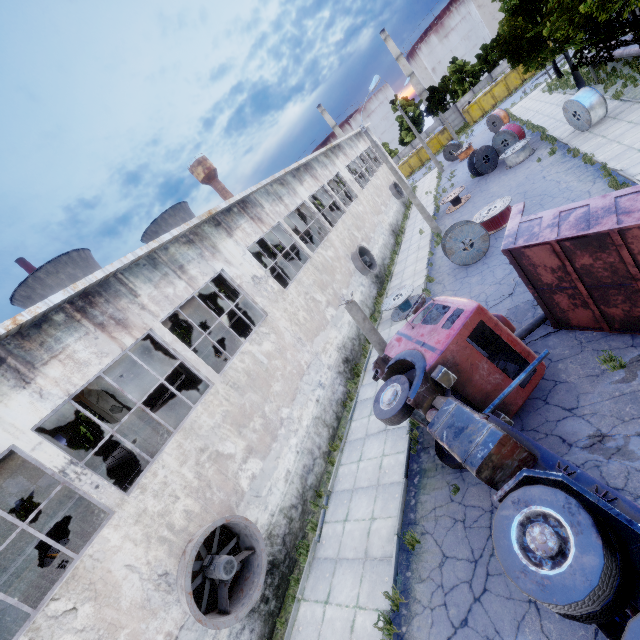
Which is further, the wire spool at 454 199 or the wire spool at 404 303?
the wire spool at 454 199

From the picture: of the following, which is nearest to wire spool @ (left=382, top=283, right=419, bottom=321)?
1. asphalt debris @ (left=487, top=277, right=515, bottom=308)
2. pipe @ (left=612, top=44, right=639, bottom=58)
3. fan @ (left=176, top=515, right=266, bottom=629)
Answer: asphalt debris @ (left=487, top=277, right=515, bottom=308)

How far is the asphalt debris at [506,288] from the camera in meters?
12.3

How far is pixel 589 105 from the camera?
17.27m

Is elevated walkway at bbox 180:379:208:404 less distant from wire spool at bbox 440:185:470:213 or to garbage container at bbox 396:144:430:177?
wire spool at bbox 440:185:470:213

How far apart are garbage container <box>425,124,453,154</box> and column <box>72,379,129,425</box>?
55.97m

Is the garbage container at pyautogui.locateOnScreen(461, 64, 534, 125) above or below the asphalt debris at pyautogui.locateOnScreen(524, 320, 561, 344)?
above

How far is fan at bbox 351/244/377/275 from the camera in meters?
21.0
